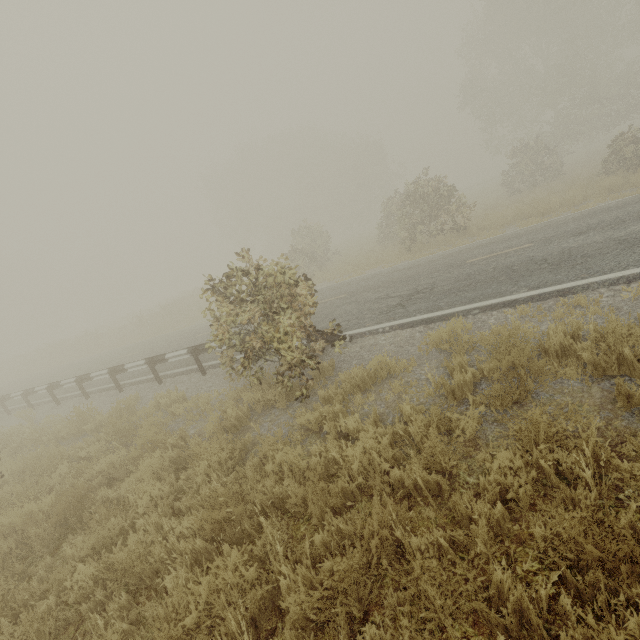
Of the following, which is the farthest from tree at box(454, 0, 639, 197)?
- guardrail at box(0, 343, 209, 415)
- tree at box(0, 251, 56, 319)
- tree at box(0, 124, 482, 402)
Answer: tree at box(0, 251, 56, 319)

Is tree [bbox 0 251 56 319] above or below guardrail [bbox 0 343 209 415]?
above

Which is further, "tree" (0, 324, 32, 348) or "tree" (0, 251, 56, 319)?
"tree" (0, 324, 32, 348)

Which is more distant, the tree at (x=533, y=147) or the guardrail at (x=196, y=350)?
the tree at (x=533, y=147)

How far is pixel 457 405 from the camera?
4.3 meters

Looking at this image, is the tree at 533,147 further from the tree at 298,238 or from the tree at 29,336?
the tree at 29,336

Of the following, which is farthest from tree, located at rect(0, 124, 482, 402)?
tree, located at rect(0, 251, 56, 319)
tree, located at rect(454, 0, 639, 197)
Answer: tree, located at rect(454, 0, 639, 197)

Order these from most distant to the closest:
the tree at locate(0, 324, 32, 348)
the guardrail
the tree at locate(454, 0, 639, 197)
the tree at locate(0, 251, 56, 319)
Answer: the tree at locate(0, 324, 32, 348), the tree at locate(0, 251, 56, 319), the tree at locate(454, 0, 639, 197), the guardrail
